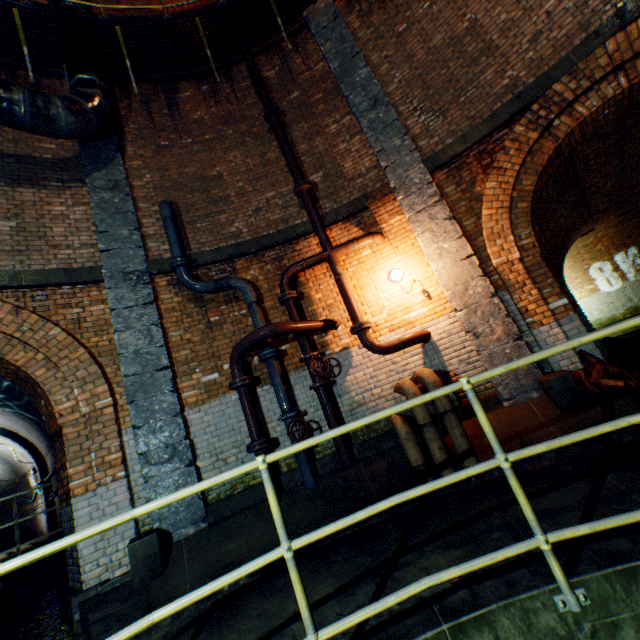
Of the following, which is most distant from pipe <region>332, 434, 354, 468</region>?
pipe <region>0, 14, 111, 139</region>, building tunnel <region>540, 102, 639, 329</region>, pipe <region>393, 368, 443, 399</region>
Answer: pipe <region>0, 14, 111, 139</region>

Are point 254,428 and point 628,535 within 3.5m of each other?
no

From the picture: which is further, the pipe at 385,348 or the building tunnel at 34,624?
the pipe at 385,348

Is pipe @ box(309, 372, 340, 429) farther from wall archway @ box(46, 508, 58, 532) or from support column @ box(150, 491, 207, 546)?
wall archway @ box(46, 508, 58, 532)

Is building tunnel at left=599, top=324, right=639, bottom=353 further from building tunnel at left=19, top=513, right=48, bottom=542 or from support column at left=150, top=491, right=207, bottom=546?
building tunnel at left=19, top=513, right=48, bottom=542

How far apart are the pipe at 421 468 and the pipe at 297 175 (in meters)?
4.11

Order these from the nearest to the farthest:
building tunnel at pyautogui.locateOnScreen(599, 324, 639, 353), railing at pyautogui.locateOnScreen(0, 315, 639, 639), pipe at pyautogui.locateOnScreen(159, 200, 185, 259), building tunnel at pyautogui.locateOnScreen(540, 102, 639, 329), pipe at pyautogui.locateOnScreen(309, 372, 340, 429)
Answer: railing at pyautogui.locateOnScreen(0, 315, 639, 639)
pipe at pyautogui.locateOnScreen(309, 372, 340, 429)
pipe at pyautogui.locateOnScreen(159, 200, 185, 259)
building tunnel at pyautogui.locateOnScreen(540, 102, 639, 329)
building tunnel at pyautogui.locateOnScreen(599, 324, 639, 353)

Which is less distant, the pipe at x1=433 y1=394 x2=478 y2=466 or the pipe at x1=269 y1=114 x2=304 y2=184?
the pipe at x1=433 y1=394 x2=478 y2=466
